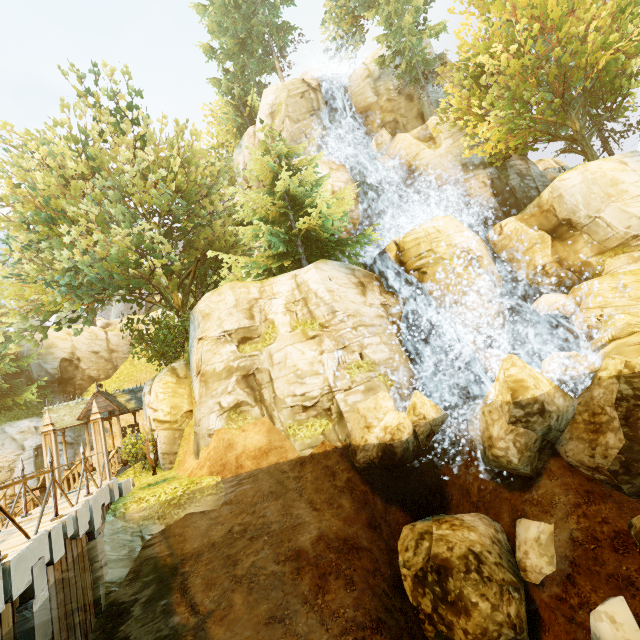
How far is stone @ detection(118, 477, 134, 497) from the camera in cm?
1131

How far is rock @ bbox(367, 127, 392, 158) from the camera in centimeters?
2405cm

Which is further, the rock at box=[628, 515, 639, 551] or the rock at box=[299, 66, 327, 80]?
the rock at box=[299, 66, 327, 80]

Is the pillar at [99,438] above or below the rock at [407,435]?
above

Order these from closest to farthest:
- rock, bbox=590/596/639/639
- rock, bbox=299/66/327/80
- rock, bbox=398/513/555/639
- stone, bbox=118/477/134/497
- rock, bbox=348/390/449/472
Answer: rock, bbox=590/596/639/639 < rock, bbox=398/513/555/639 < rock, bbox=348/390/449/472 < stone, bbox=118/477/134/497 < rock, bbox=299/66/327/80

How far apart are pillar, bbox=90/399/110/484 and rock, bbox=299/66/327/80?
30.2m

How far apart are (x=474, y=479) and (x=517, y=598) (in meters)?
3.90

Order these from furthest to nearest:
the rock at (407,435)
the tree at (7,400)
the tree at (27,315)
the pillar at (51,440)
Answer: the tree at (7,400)
the tree at (27,315)
the pillar at (51,440)
the rock at (407,435)
